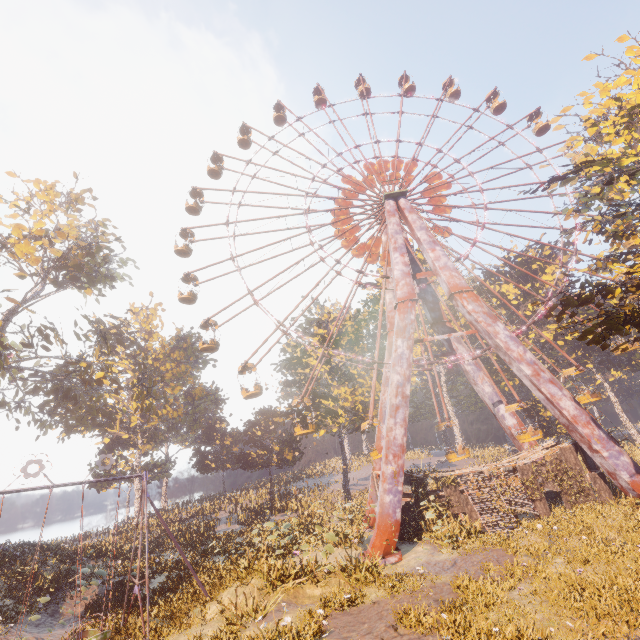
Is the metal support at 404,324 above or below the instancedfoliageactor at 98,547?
above

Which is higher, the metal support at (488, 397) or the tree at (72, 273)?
the tree at (72, 273)

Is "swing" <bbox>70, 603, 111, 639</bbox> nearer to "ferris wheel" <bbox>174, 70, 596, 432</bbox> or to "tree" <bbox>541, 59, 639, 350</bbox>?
"ferris wheel" <bbox>174, 70, 596, 432</bbox>

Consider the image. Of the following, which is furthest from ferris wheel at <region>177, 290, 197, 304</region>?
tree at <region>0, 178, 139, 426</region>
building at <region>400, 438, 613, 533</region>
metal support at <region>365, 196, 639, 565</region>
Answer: tree at <region>0, 178, 139, 426</region>

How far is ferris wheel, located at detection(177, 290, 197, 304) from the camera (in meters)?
29.39

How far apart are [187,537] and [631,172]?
40.2m

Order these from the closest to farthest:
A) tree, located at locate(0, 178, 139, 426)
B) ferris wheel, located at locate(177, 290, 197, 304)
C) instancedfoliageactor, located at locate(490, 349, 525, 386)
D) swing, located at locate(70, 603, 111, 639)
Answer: swing, located at locate(70, 603, 111, 639)
tree, located at locate(0, 178, 139, 426)
ferris wheel, located at locate(177, 290, 197, 304)
instancedfoliageactor, located at locate(490, 349, 525, 386)
